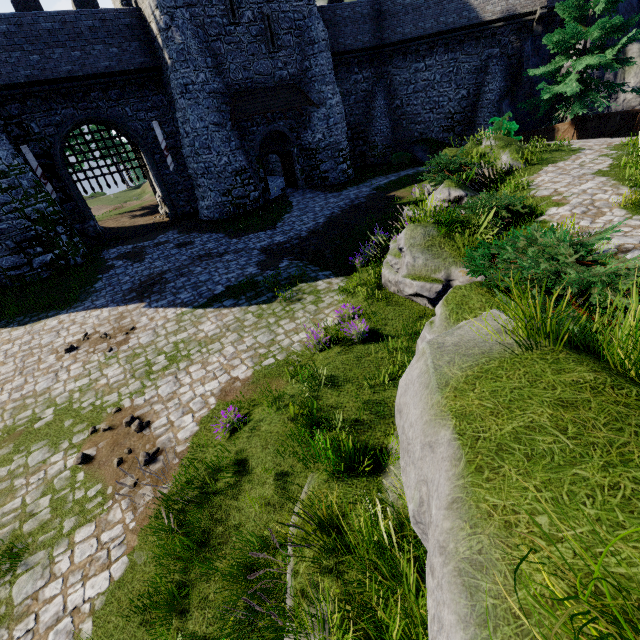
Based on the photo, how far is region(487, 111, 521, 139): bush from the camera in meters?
16.2

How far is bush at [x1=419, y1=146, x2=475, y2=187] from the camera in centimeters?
1141cm

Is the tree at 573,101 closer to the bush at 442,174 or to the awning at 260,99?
the bush at 442,174

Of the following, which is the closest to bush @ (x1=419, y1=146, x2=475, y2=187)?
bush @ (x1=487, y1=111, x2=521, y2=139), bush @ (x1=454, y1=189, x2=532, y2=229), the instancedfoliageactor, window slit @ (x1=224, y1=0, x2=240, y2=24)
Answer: bush @ (x1=454, y1=189, x2=532, y2=229)

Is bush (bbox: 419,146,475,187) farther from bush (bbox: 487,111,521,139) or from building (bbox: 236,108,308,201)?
building (bbox: 236,108,308,201)

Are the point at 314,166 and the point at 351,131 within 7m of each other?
yes

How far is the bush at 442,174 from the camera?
11.4m

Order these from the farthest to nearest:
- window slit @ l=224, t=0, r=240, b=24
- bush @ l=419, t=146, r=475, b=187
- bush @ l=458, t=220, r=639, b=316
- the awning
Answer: the awning
window slit @ l=224, t=0, r=240, b=24
bush @ l=419, t=146, r=475, b=187
bush @ l=458, t=220, r=639, b=316
